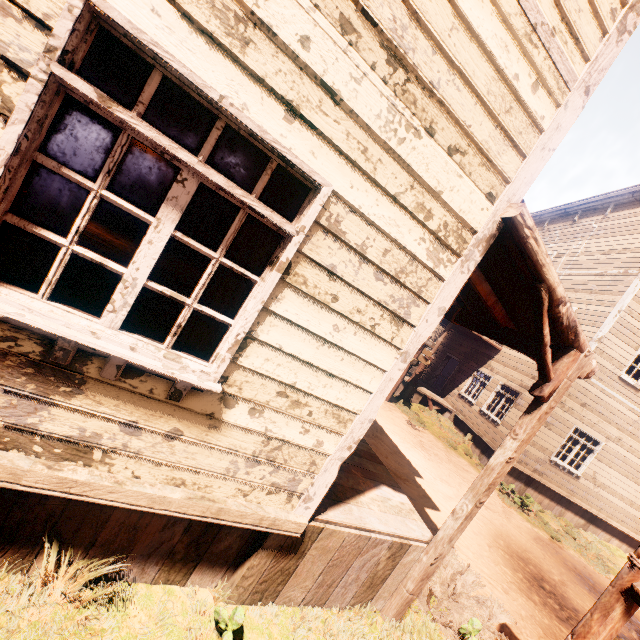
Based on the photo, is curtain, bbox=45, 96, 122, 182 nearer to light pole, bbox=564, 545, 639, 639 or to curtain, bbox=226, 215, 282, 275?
curtain, bbox=226, 215, 282, 275

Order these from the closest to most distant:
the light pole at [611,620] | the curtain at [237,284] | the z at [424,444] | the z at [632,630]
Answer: the curtain at [237,284] < the light pole at [611,620] < the z at [632,630] < the z at [424,444]

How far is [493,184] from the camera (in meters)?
2.40

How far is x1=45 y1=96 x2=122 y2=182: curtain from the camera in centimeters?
162cm

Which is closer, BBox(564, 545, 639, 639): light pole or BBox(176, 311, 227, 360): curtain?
BBox(176, 311, 227, 360): curtain

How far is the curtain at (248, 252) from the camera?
2.1 meters

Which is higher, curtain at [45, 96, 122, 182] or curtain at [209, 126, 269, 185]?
curtain at [209, 126, 269, 185]

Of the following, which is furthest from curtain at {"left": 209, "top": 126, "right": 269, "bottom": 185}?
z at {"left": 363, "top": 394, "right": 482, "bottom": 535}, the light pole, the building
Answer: the light pole
